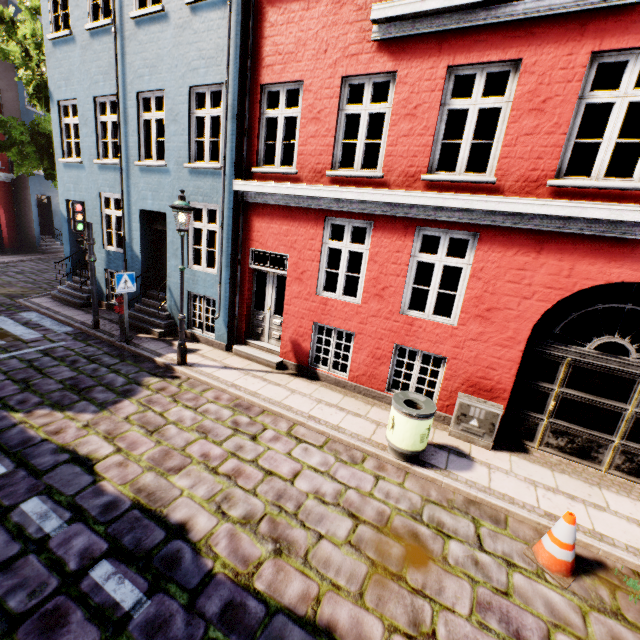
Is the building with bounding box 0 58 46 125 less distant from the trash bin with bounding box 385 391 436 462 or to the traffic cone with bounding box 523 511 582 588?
the trash bin with bounding box 385 391 436 462

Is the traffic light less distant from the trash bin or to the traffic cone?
the trash bin

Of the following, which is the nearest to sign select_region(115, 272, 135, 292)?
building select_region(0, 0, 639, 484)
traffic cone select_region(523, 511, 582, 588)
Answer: building select_region(0, 0, 639, 484)

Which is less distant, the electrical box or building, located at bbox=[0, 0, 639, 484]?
building, located at bbox=[0, 0, 639, 484]

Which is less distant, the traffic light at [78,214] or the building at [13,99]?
the traffic light at [78,214]

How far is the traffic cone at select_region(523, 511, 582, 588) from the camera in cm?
383

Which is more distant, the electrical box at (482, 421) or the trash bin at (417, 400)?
the electrical box at (482, 421)

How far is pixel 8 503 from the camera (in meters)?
3.93
